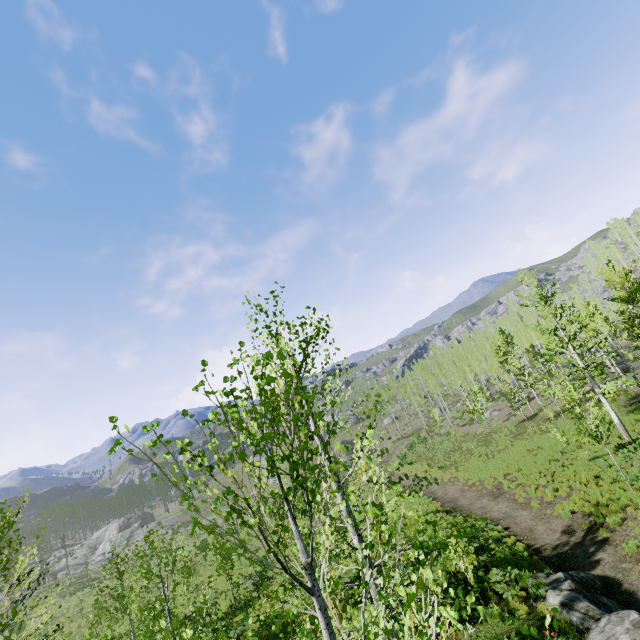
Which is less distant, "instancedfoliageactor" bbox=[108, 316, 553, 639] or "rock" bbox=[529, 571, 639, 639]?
"instancedfoliageactor" bbox=[108, 316, 553, 639]

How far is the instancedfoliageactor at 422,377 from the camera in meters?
45.7 m

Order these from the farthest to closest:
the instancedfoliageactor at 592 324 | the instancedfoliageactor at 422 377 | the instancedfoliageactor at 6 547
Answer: the instancedfoliageactor at 422 377 < the instancedfoliageactor at 592 324 < the instancedfoliageactor at 6 547

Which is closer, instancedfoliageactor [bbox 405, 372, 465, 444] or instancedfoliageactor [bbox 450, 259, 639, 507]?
instancedfoliageactor [bbox 450, 259, 639, 507]

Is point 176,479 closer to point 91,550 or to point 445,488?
point 445,488

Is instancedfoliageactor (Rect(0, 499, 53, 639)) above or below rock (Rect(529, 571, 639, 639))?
above
